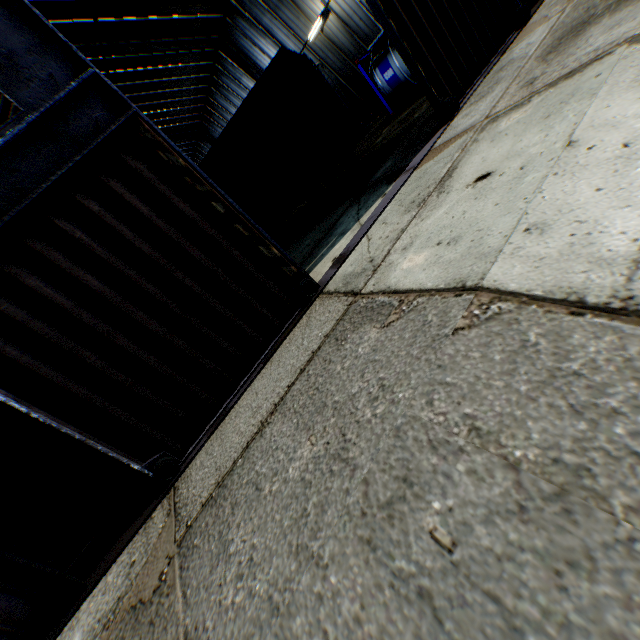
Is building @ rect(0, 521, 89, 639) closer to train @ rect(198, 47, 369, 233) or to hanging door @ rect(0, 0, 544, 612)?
hanging door @ rect(0, 0, 544, 612)

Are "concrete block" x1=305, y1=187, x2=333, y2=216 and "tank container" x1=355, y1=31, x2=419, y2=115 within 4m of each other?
no

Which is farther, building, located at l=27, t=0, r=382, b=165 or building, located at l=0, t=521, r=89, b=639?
building, located at l=27, t=0, r=382, b=165

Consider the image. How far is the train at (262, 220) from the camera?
10.2m

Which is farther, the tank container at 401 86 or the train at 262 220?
the tank container at 401 86

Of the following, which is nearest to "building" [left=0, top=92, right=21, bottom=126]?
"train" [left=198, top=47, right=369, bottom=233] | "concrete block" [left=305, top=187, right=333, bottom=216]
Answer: "train" [left=198, top=47, right=369, bottom=233]

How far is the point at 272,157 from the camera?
11.42m

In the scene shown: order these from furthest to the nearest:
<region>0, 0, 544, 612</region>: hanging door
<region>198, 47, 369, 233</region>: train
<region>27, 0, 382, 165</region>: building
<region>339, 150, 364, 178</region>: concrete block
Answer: <region>27, 0, 382, 165</region>: building → <region>339, 150, 364, 178</region>: concrete block → <region>198, 47, 369, 233</region>: train → <region>0, 0, 544, 612</region>: hanging door
